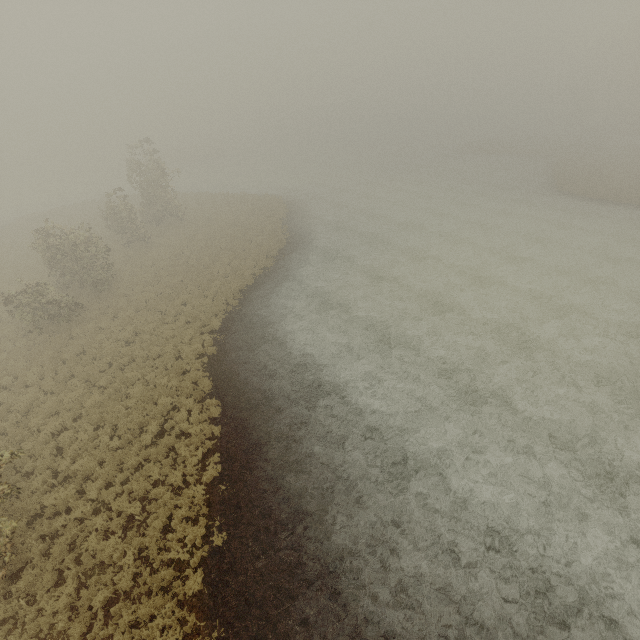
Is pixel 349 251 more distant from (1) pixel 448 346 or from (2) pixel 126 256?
(2) pixel 126 256
